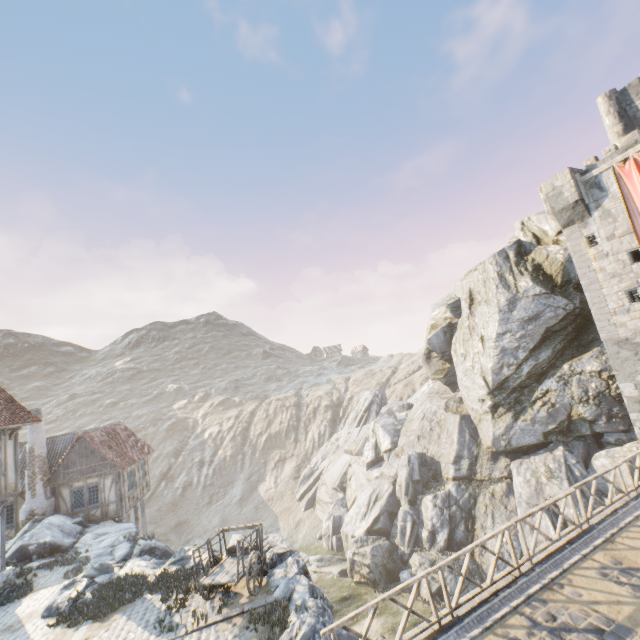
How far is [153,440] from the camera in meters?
57.2

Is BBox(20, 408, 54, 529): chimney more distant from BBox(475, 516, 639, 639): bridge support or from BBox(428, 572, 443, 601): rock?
BBox(475, 516, 639, 639): bridge support

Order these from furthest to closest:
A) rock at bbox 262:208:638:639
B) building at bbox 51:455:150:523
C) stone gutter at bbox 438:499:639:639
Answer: building at bbox 51:455:150:523
rock at bbox 262:208:638:639
stone gutter at bbox 438:499:639:639

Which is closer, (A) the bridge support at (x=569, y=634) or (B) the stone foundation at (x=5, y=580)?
(A) the bridge support at (x=569, y=634)

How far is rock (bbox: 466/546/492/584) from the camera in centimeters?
2011cm

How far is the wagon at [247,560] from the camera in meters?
10.0

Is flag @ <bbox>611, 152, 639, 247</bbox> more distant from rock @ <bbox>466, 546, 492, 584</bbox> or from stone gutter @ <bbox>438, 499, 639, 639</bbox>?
stone gutter @ <bbox>438, 499, 639, 639</bbox>
